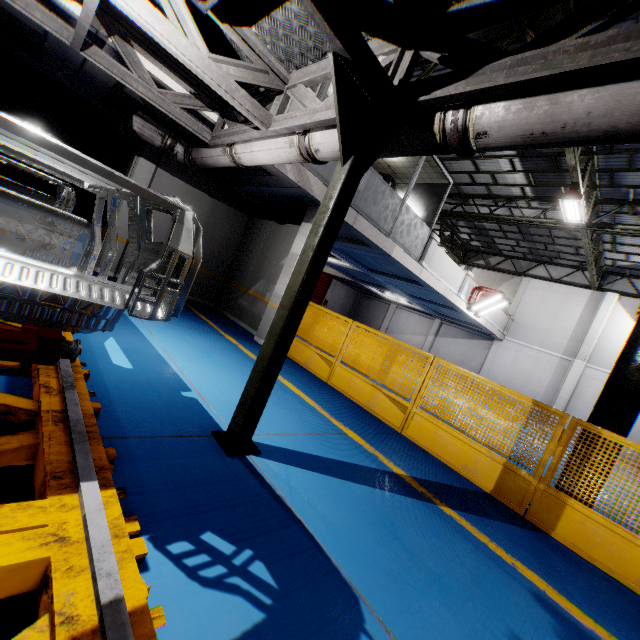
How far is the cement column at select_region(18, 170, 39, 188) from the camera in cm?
1270

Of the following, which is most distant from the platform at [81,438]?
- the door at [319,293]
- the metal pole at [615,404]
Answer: the door at [319,293]

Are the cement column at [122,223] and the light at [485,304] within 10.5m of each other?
no

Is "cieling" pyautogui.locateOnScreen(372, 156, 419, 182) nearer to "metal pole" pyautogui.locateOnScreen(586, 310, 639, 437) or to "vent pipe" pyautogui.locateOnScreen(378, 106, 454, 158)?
"vent pipe" pyautogui.locateOnScreen(378, 106, 454, 158)

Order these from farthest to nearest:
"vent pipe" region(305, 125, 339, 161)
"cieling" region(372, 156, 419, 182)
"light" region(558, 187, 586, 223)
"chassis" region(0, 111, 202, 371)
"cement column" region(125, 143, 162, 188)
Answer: "cieling" region(372, 156, 419, 182) → "light" region(558, 187, 586, 223) → "cement column" region(125, 143, 162, 188) → "vent pipe" region(305, 125, 339, 161) → "chassis" region(0, 111, 202, 371)

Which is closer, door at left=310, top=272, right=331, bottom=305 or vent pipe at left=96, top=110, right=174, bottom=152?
vent pipe at left=96, top=110, right=174, bottom=152

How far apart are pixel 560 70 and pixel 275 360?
2.8 meters

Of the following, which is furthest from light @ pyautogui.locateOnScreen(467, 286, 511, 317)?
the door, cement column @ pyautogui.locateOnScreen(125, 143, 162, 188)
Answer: cement column @ pyautogui.locateOnScreen(125, 143, 162, 188)
